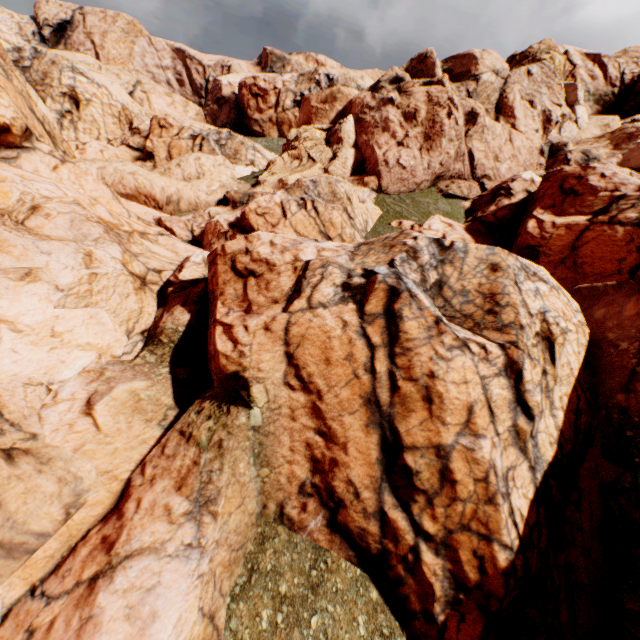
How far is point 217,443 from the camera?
7.57m
